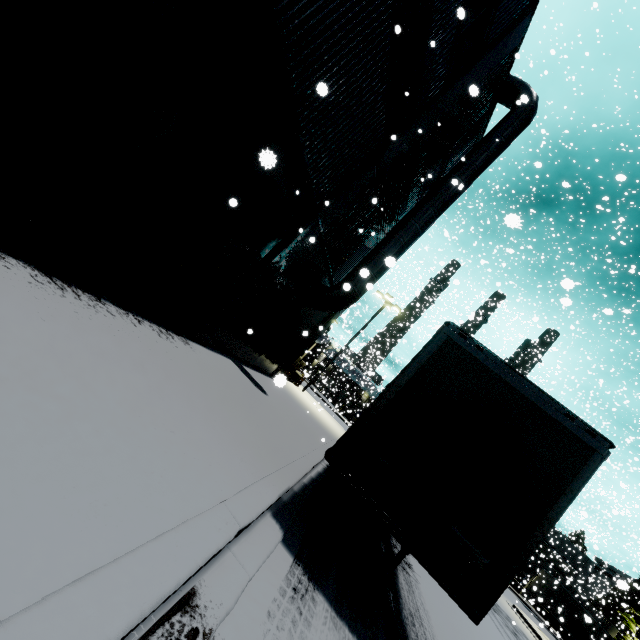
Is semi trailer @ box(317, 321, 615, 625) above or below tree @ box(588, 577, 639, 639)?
below

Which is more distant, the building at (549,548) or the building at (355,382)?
the building at (549,548)

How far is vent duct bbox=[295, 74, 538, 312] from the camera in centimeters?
1128cm

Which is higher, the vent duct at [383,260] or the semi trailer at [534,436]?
the vent duct at [383,260]

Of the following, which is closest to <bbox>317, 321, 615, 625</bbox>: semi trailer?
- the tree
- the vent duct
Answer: the vent duct

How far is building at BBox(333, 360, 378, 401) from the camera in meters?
34.8 m

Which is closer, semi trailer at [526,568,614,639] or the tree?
the tree

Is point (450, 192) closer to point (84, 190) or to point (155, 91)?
point (155, 91)
